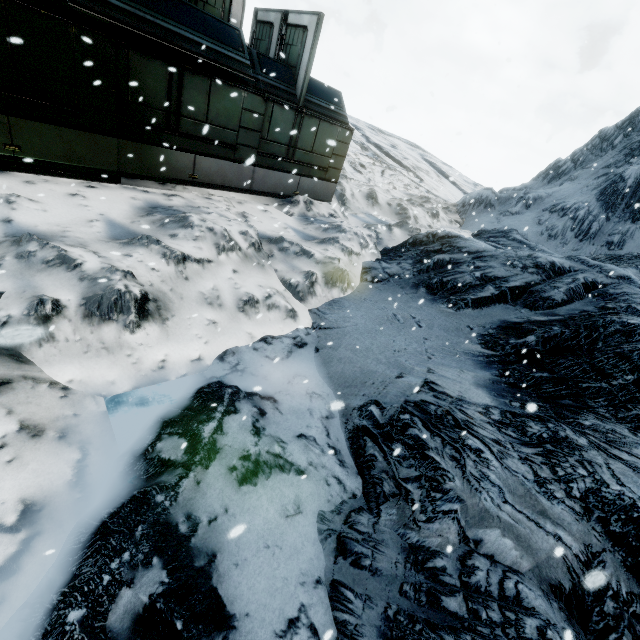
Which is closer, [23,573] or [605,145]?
[23,573]
